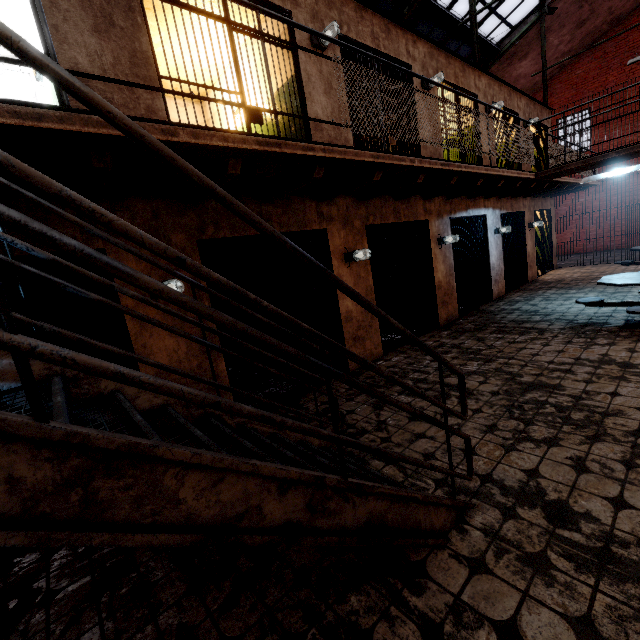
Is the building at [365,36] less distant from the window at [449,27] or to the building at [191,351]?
the building at [191,351]

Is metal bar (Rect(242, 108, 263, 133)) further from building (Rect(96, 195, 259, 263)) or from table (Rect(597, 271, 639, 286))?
table (Rect(597, 271, 639, 286))

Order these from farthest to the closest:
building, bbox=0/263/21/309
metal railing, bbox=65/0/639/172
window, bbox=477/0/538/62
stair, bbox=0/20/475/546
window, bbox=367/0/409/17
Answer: window, bbox=477/0/538/62 < window, bbox=367/0/409/17 < building, bbox=0/263/21/309 < metal railing, bbox=65/0/639/172 < stair, bbox=0/20/475/546

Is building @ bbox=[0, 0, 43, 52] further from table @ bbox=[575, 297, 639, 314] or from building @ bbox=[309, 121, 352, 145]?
table @ bbox=[575, 297, 639, 314]

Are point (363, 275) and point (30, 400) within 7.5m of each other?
yes

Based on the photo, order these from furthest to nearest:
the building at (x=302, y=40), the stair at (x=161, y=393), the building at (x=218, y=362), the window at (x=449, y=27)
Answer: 1. the window at (x=449, y=27)
2. the building at (x=302, y=40)
3. the building at (x=218, y=362)
4. the stair at (x=161, y=393)

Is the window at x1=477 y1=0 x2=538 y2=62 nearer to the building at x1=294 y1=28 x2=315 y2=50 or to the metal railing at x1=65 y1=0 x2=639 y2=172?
the building at x1=294 y1=28 x2=315 y2=50

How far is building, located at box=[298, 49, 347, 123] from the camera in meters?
4.7 m
